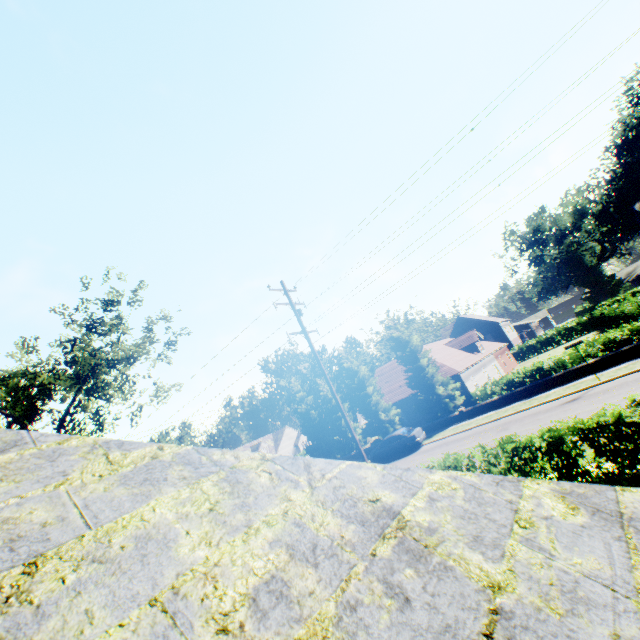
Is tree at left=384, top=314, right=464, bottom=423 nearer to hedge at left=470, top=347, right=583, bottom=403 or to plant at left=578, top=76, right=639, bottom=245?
hedge at left=470, top=347, right=583, bottom=403

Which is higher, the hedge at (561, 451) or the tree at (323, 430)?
the tree at (323, 430)

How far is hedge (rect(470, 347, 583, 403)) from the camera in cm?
2196

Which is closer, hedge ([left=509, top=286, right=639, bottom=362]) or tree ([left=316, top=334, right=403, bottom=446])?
hedge ([left=509, top=286, right=639, bottom=362])

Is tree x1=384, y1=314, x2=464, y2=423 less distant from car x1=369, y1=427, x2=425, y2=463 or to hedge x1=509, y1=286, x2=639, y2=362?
hedge x1=509, y1=286, x2=639, y2=362

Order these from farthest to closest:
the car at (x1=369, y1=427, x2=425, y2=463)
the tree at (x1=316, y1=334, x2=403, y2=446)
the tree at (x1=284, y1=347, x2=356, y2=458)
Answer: the tree at (x1=284, y1=347, x2=356, y2=458) → the tree at (x1=316, y1=334, x2=403, y2=446) → the car at (x1=369, y1=427, x2=425, y2=463)

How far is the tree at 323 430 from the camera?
34.4 meters

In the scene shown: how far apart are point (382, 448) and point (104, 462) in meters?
26.3
